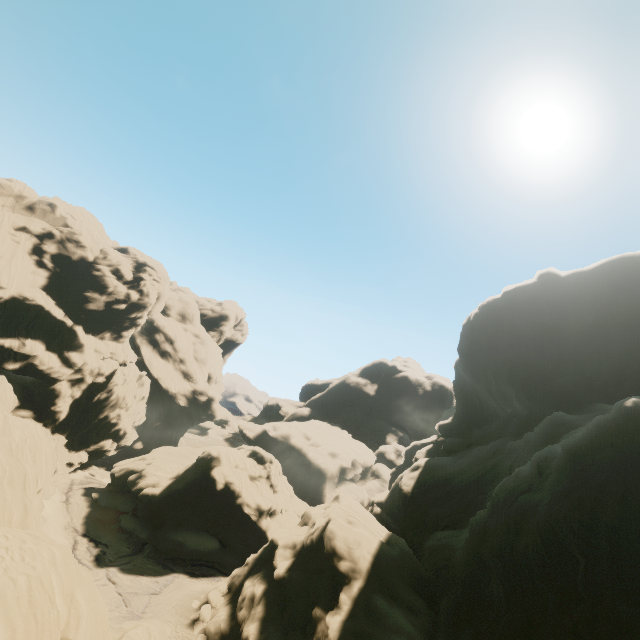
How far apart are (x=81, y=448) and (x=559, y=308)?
71.4m
